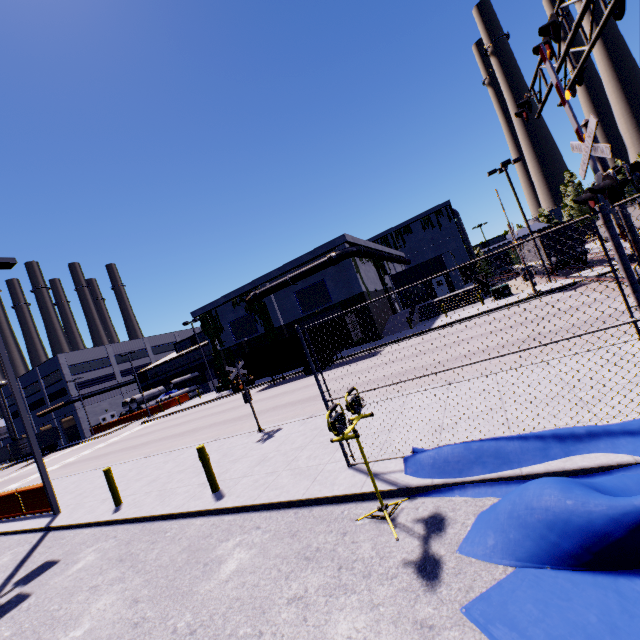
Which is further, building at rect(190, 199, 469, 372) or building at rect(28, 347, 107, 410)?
building at rect(28, 347, 107, 410)

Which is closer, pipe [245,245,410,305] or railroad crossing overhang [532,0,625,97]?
railroad crossing overhang [532,0,625,97]

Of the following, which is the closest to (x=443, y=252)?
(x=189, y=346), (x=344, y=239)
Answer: (x=344, y=239)

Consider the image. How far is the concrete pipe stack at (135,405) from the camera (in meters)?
51.31

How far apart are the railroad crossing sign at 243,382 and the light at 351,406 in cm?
751

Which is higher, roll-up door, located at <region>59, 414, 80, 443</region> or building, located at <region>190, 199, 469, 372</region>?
building, located at <region>190, 199, 469, 372</region>

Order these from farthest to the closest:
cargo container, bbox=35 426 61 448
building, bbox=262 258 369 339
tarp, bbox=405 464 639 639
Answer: cargo container, bbox=35 426 61 448, building, bbox=262 258 369 339, tarp, bbox=405 464 639 639

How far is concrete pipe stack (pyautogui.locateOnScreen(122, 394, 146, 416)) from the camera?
51.3 meters
